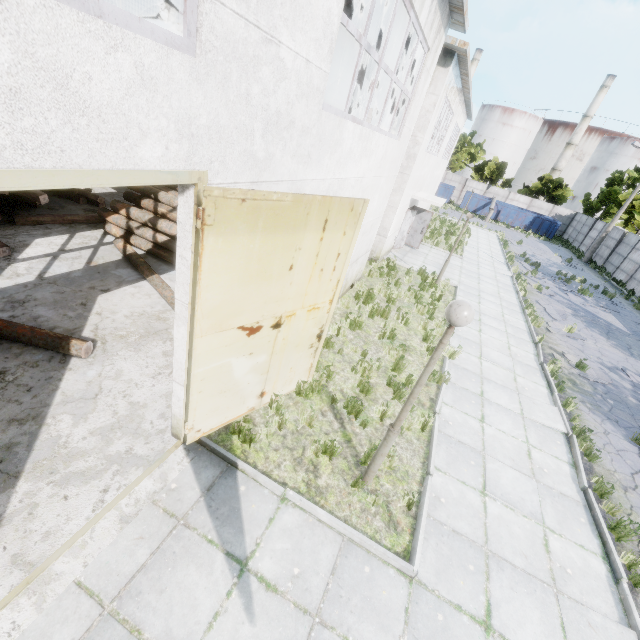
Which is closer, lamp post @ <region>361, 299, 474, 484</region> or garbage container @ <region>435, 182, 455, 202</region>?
lamp post @ <region>361, 299, 474, 484</region>

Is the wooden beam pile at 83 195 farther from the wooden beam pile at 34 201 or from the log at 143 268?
the log at 143 268

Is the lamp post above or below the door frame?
below

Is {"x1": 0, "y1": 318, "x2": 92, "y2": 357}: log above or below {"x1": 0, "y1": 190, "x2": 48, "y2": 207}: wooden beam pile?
below

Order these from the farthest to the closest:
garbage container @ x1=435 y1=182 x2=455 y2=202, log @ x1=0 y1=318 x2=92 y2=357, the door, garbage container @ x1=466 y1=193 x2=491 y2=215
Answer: garbage container @ x1=435 y1=182 x2=455 y2=202 < garbage container @ x1=466 y1=193 x2=491 y2=215 < log @ x1=0 y1=318 x2=92 y2=357 < the door

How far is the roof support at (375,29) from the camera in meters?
9.2 m

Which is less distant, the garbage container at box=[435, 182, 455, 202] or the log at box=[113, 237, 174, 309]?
the log at box=[113, 237, 174, 309]

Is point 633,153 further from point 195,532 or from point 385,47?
point 195,532
